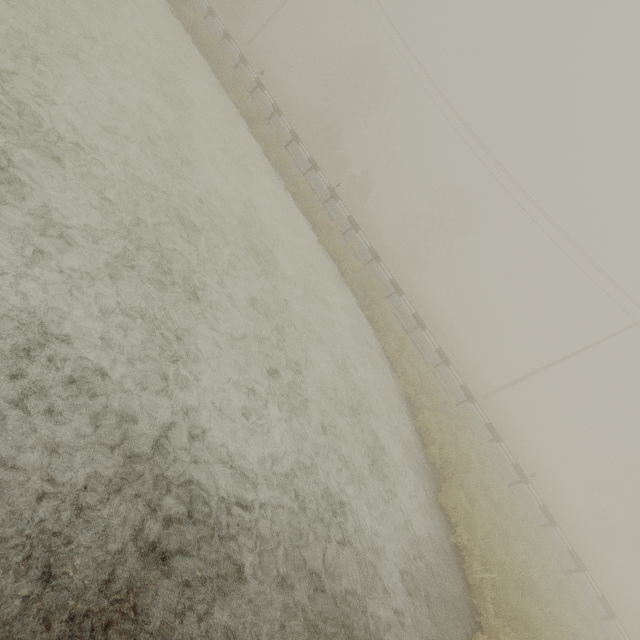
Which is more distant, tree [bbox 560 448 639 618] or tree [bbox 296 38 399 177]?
tree [bbox 560 448 639 618]

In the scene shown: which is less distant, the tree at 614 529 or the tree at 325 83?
the tree at 325 83

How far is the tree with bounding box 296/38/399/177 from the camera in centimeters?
3477cm

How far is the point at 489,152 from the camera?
23.8 meters

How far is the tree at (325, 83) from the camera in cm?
3477
